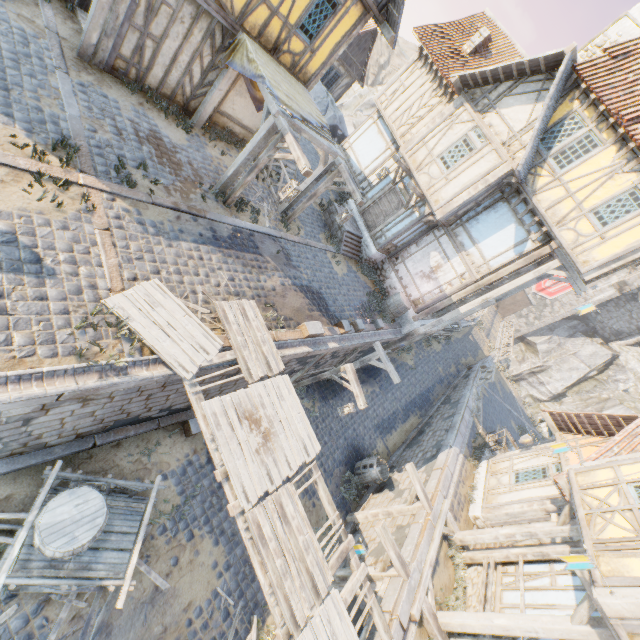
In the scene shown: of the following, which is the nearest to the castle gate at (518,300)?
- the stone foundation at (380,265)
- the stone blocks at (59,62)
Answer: the stone blocks at (59,62)

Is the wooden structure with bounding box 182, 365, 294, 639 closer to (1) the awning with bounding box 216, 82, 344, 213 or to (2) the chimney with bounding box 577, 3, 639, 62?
(1) the awning with bounding box 216, 82, 344, 213

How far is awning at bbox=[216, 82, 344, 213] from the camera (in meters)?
8.45

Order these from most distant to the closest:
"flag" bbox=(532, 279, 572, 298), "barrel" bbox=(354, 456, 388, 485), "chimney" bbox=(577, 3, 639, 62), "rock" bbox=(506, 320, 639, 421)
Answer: "flag" bbox=(532, 279, 572, 298)
"rock" bbox=(506, 320, 639, 421)
"barrel" bbox=(354, 456, 388, 485)
"chimney" bbox=(577, 3, 639, 62)

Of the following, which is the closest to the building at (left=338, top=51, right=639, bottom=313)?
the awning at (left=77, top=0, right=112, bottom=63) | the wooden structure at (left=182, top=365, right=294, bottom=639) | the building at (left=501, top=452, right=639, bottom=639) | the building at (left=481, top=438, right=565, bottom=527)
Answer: the wooden structure at (left=182, top=365, right=294, bottom=639)

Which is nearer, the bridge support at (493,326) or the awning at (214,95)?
the awning at (214,95)

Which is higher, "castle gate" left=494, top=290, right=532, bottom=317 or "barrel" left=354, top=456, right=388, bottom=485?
"castle gate" left=494, top=290, right=532, bottom=317

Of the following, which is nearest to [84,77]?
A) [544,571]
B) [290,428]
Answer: [290,428]
